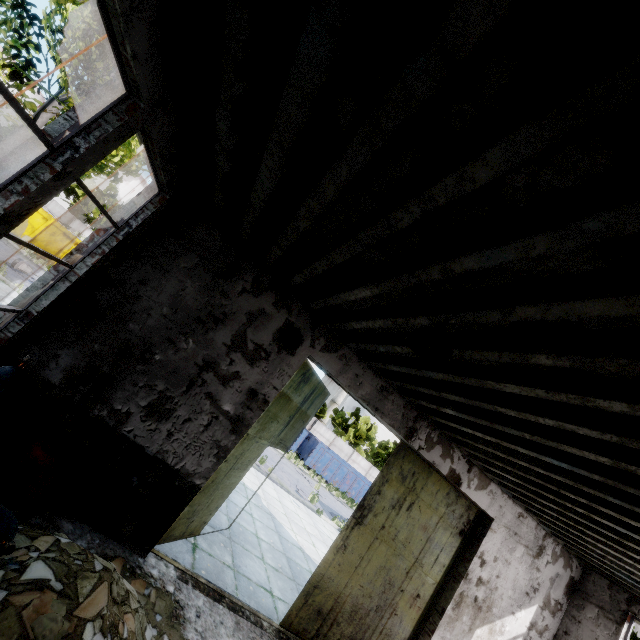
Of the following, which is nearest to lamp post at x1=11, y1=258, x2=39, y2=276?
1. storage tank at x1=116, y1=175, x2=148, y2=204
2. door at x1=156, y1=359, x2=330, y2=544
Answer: door at x1=156, y1=359, x2=330, y2=544

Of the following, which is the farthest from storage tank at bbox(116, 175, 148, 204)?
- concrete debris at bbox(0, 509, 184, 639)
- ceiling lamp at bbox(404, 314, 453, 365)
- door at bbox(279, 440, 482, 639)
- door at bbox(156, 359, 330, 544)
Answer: ceiling lamp at bbox(404, 314, 453, 365)

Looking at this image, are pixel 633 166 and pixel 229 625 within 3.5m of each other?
no

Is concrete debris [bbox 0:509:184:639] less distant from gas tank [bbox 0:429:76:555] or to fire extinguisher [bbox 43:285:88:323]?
gas tank [bbox 0:429:76:555]

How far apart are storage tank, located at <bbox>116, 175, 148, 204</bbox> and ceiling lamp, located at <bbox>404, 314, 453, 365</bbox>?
67.3 meters

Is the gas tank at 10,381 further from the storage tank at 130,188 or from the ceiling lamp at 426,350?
the storage tank at 130,188

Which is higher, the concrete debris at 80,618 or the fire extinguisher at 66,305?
the fire extinguisher at 66,305

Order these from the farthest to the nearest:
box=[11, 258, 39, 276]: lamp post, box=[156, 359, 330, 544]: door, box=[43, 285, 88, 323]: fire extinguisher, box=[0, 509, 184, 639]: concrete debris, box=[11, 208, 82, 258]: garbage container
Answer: box=[11, 208, 82, 258]: garbage container
box=[11, 258, 39, 276]: lamp post
box=[156, 359, 330, 544]: door
box=[43, 285, 88, 323]: fire extinguisher
box=[0, 509, 184, 639]: concrete debris
